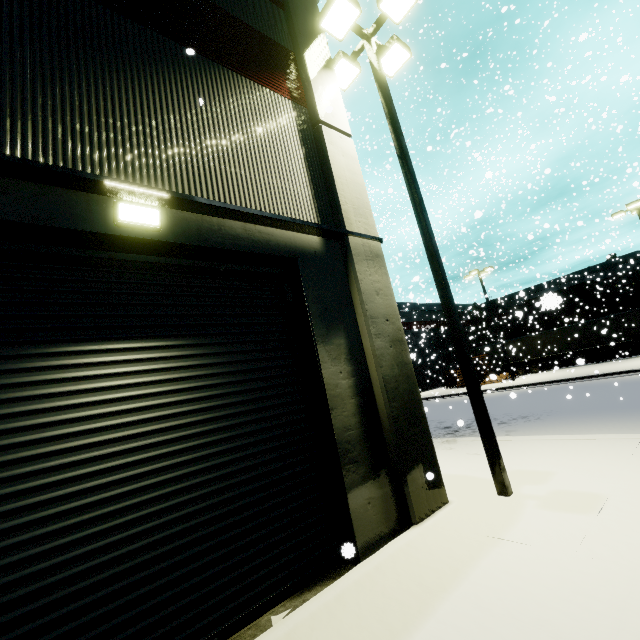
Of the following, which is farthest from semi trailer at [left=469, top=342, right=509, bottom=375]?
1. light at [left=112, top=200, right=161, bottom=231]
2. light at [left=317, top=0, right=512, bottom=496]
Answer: light at [left=112, top=200, right=161, bottom=231]

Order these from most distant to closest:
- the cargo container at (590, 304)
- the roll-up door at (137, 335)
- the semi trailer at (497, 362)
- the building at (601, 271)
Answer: the building at (601, 271), the semi trailer at (497, 362), the cargo container at (590, 304), the roll-up door at (137, 335)

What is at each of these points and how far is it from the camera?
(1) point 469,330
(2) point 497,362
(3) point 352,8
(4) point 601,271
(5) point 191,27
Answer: (1) building, 48.28m
(2) semi trailer, 35.75m
(3) light, 6.64m
(4) building, 40.50m
(5) building, 5.31m

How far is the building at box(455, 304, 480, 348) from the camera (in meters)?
46.00

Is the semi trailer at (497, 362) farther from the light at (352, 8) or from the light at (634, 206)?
the light at (634, 206)

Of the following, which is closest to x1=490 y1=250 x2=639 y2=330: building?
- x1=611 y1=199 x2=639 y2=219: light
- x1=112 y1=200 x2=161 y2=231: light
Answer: x1=112 y1=200 x2=161 y2=231: light

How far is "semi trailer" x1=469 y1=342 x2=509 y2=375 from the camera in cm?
3228

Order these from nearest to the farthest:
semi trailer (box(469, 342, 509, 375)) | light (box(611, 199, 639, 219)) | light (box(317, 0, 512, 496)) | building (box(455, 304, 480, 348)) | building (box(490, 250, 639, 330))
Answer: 1. light (box(317, 0, 512, 496))
2. light (box(611, 199, 639, 219))
3. semi trailer (box(469, 342, 509, 375))
4. building (box(490, 250, 639, 330))
5. building (box(455, 304, 480, 348))
